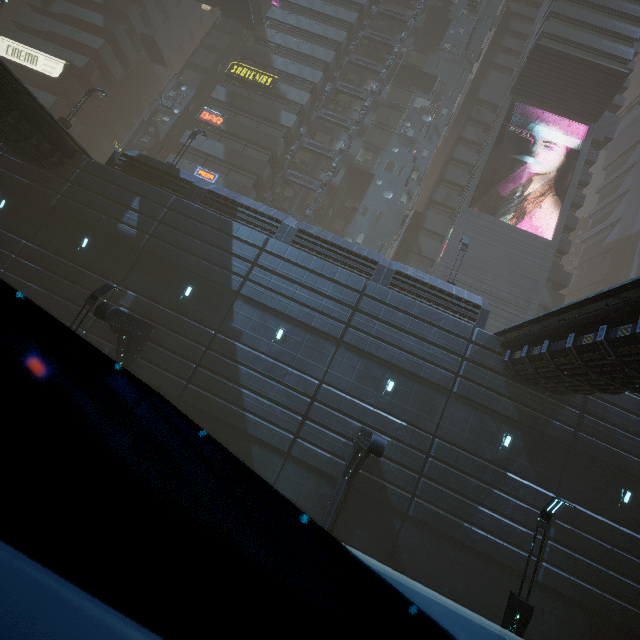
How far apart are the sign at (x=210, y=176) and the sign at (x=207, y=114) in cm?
439

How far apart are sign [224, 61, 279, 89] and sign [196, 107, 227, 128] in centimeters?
434cm

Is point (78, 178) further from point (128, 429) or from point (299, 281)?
point (128, 429)

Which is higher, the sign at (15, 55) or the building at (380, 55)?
the building at (380, 55)

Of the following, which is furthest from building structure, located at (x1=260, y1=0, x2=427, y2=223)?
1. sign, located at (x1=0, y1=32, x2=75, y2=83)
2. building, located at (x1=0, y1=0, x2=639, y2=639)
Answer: sign, located at (x1=0, y1=32, x2=75, y2=83)

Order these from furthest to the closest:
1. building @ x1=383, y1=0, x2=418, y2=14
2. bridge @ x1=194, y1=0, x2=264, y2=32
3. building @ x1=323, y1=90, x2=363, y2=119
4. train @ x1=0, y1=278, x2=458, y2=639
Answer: building @ x1=383, y1=0, x2=418, y2=14
building @ x1=323, y1=90, x2=363, y2=119
bridge @ x1=194, y1=0, x2=264, y2=32
train @ x1=0, y1=278, x2=458, y2=639

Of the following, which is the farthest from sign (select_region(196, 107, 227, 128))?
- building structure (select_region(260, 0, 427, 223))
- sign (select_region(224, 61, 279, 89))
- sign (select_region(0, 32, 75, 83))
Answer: sign (select_region(0, 32, 75, 83))

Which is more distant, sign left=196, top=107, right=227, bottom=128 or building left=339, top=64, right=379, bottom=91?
building left=339, top=64, right=379, bottom=91
